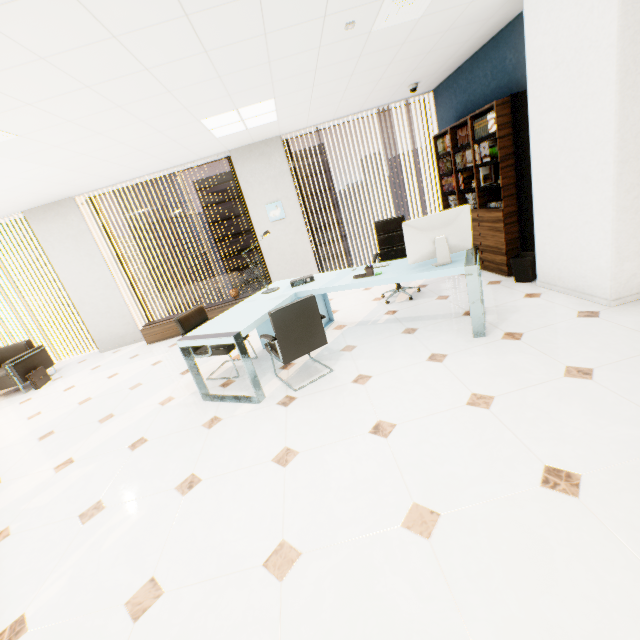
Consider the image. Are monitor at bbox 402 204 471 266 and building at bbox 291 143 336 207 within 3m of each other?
no

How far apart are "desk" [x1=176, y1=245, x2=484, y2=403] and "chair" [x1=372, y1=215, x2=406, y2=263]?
0.54m

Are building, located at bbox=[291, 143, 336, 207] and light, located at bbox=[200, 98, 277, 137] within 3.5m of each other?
no

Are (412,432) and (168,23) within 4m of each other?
yes

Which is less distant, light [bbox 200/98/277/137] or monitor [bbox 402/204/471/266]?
monitor [bbox 402/204/471/266]

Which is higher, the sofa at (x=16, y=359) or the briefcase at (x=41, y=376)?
the sofa at (x=16, y=359)

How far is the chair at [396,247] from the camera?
4.9 meters

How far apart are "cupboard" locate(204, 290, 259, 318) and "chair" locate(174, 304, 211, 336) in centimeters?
200cm
